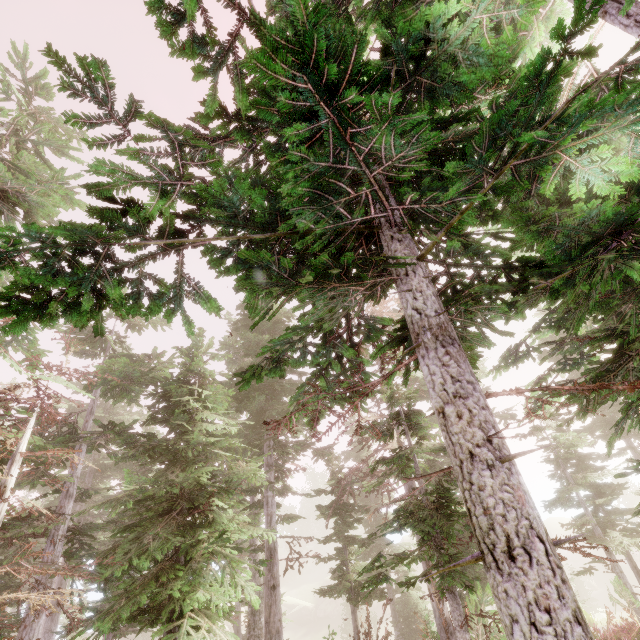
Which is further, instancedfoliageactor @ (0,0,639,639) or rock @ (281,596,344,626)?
rock @ (281,596,344,626)

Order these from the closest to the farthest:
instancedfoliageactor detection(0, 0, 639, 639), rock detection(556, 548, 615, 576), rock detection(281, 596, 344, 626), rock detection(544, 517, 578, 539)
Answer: instancedfoliageactor detection(0, 0, 639, 639)
rock detection(556, 548, 615, 576)
rock detection(281, 596, 344, 626)
rock detection(544, 517, 578, 539)

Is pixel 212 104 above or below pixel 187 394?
below

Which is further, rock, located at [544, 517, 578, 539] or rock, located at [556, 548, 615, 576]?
rock, located at [544, 517, 578, 539]

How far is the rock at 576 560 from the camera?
46.75m

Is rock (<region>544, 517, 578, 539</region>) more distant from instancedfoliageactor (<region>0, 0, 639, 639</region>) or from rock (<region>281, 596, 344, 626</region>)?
rock (<region>281, 596, 344, 626</region>)

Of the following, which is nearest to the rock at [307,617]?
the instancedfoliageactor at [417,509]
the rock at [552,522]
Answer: the instancedfoliageactor at [417,509]

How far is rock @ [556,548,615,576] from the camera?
46.8m
